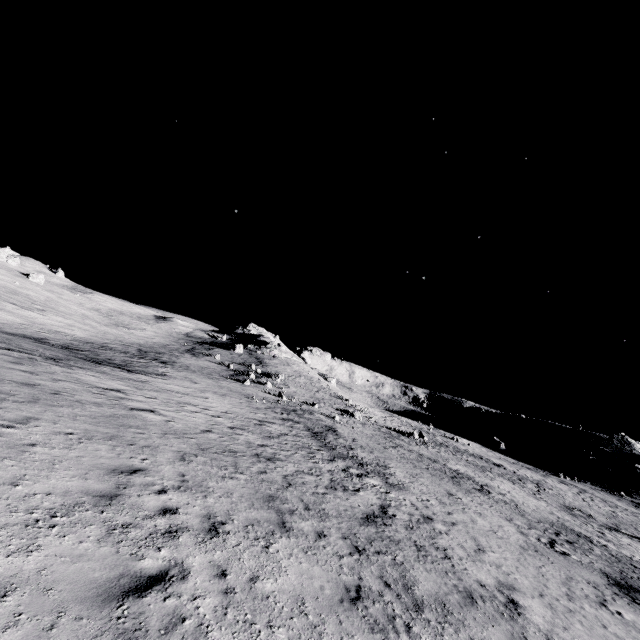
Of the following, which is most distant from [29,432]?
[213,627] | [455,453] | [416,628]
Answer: [455,453]
